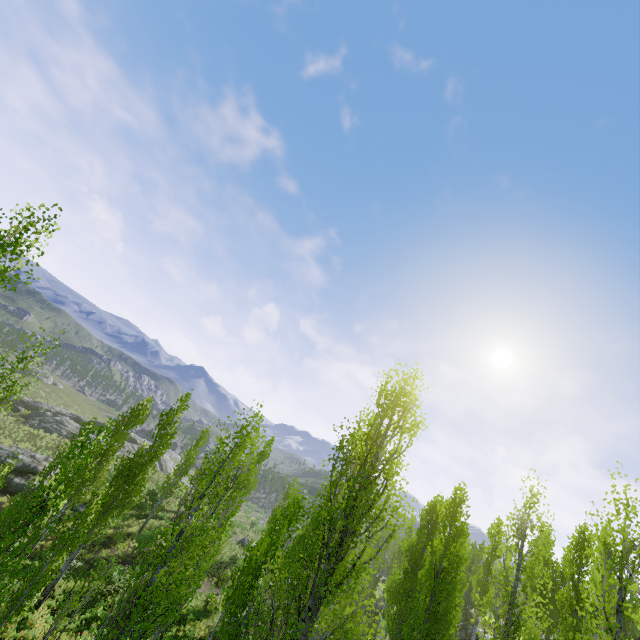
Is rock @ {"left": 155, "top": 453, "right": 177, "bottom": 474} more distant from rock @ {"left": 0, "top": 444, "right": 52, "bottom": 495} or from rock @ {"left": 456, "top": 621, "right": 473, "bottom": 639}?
rock @ {"left": 0, "top": 444, "right": 52, "bottom": 495}

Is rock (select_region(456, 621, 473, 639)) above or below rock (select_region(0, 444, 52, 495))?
above

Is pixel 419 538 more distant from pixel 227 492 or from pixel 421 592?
pixel 227 492

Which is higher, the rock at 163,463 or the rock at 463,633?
the rock at 463,633

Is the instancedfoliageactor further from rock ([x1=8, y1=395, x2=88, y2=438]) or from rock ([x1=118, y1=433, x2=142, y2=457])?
rock ([x1=8, y1=395, x2=88, y2=438])

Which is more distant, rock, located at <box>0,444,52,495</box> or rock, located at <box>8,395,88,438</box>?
rock, located at <box>8,395,88,438</box>

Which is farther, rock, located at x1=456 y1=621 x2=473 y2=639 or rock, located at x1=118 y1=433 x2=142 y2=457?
rock, located at x1=118 y1=433 x2=142 y2=457

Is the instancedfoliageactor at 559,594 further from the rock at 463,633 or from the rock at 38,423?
the rock at 38,423
